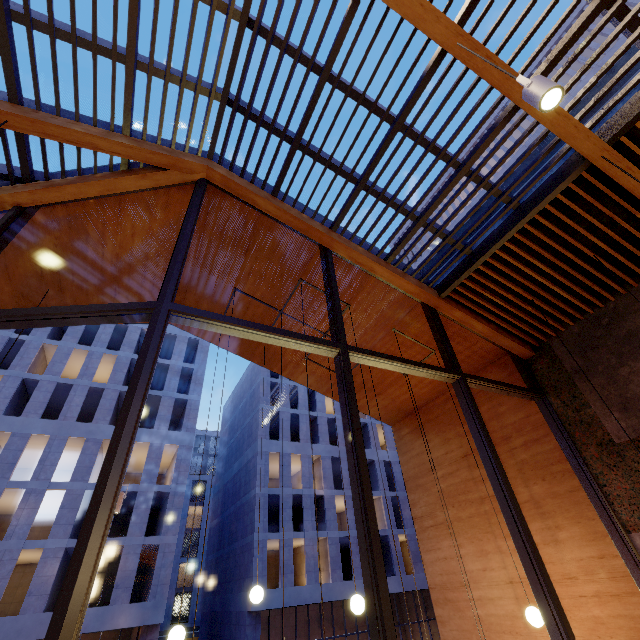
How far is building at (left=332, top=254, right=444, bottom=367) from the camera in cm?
574

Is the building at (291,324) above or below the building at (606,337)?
above

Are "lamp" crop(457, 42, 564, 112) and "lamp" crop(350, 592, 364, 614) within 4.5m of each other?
no

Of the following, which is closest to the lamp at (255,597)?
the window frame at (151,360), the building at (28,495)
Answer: the window frame at (151,360)

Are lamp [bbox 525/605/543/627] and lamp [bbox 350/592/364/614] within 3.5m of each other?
yes

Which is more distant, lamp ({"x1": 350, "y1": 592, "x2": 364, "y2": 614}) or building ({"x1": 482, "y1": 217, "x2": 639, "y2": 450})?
building ({"x1": 482, "y1": 217, "x2": 639, "y2": 450})

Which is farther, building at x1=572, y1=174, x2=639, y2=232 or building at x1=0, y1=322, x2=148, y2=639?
building at x1=0, y1=322, x2=148, y2=639

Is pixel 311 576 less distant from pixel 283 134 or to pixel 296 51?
pixel 283 134
